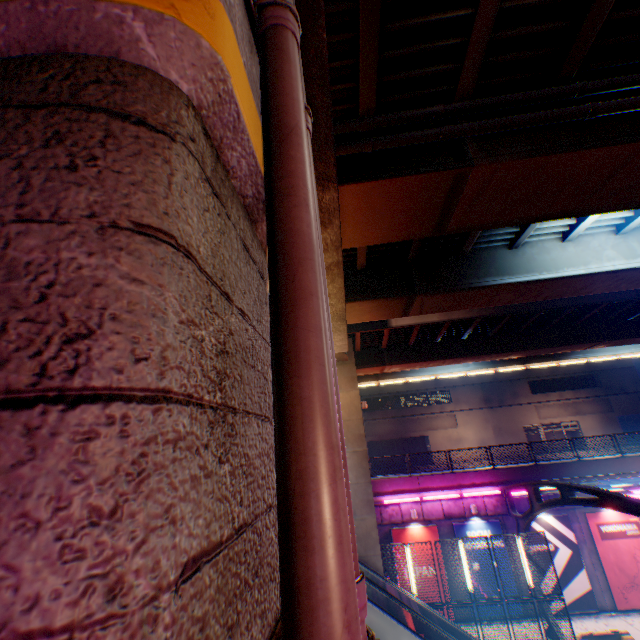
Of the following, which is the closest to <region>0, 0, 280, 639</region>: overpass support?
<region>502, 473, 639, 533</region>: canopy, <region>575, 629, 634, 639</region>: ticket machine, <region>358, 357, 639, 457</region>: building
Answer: <region>502, 473, 639, 533</region>: canopy

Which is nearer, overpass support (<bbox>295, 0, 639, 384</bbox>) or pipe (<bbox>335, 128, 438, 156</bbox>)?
overpass support (<bbox>295, 0, 639, 384</bbox>)

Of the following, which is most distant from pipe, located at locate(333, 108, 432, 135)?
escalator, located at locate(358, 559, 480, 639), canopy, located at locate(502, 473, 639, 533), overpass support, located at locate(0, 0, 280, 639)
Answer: escalator, located at locate(358, 559, 480, 639)

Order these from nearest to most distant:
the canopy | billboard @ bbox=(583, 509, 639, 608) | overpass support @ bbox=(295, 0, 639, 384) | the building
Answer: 1. overpass support @ bbox=(295, 0, 639, 384)
2. the canopy
3. billboard @ bbox=(583, 509, 639, 608)
4. the building

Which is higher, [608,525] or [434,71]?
[434,71]

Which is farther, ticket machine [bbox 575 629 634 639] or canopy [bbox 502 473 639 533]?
ticket machine [bbox 575 629 634 639]

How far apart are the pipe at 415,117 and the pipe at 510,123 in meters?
0.3
